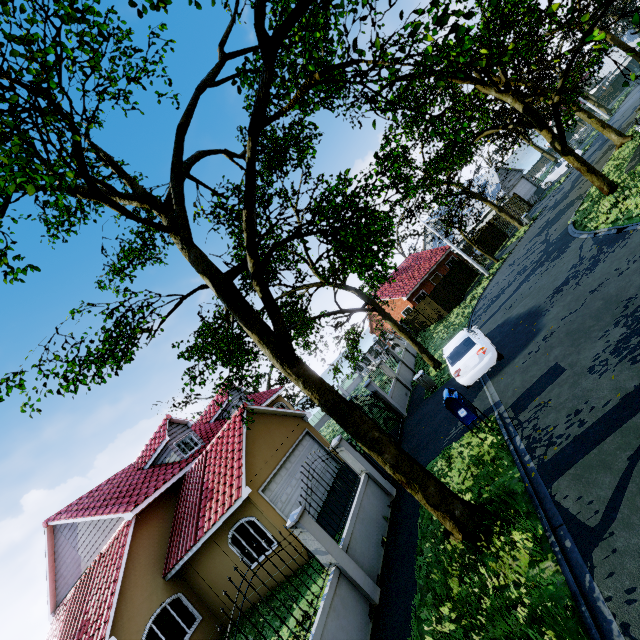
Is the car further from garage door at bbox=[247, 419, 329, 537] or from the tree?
garage door at bbox=[247, 419, 329, 537]

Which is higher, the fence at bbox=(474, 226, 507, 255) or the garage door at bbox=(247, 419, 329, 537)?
the garage door at bbox=(247, 419, 329, 537)

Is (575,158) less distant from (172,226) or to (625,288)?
(625,288)

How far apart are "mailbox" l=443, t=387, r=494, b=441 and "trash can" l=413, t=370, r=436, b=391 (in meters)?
5.93

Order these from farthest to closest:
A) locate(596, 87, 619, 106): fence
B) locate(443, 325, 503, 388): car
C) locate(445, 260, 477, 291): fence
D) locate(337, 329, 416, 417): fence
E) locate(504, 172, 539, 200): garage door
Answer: locate(596, 87, 619, 106): fence < locate(504, 172, 539, 200): garage door < locate(445, 260, 477, 291): fence < locate(337, 329, 416, 417): fence < locate(443, 325, 503, 388): car

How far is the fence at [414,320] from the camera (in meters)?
30.75

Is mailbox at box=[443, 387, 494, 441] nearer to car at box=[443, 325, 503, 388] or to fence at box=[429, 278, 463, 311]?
car at box=[443, 325, 503, 388]

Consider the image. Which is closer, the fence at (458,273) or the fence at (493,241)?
the fence at (458,273)
